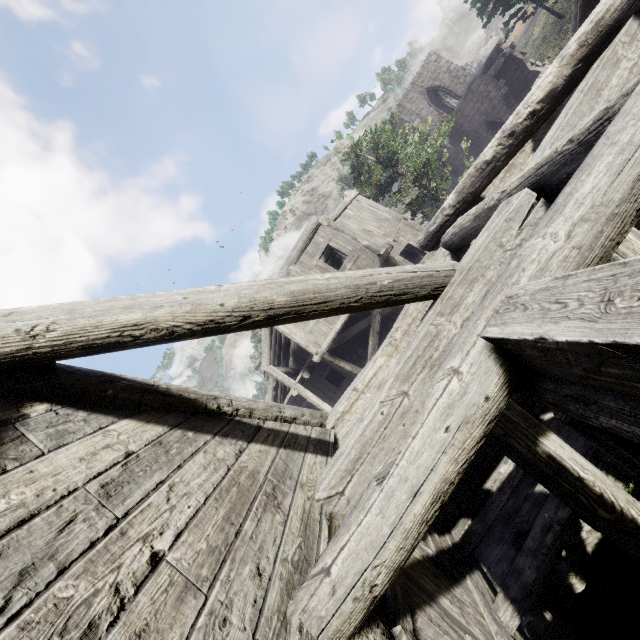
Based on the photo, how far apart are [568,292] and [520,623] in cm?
505
